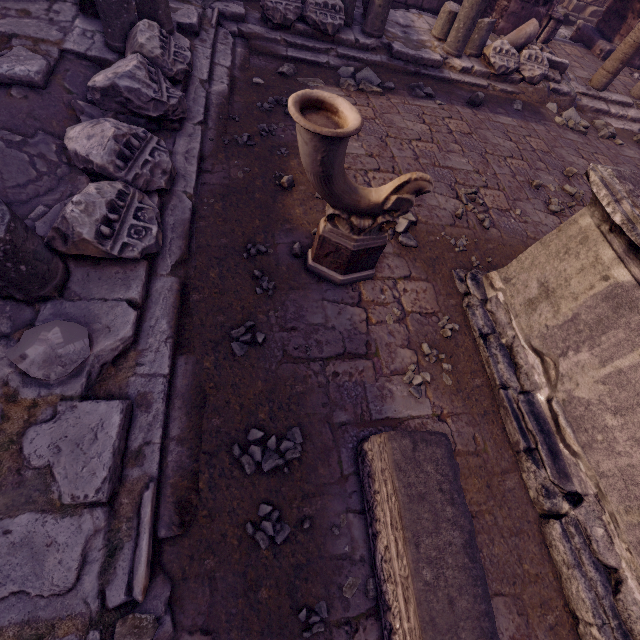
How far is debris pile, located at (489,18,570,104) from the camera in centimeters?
587cm

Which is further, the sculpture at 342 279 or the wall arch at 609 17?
the wall arch at 609 17

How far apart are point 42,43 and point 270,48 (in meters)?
2.96

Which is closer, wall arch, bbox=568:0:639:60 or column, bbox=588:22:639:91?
column, bbox=588:22:639:91

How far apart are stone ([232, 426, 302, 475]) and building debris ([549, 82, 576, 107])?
7.9m

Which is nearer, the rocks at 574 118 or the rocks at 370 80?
the rocks at 370 80

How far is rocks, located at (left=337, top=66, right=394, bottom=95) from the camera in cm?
475

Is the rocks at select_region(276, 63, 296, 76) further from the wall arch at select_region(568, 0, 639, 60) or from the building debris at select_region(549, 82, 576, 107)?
the wall arch at select_region(568, 0, 639, 60)
